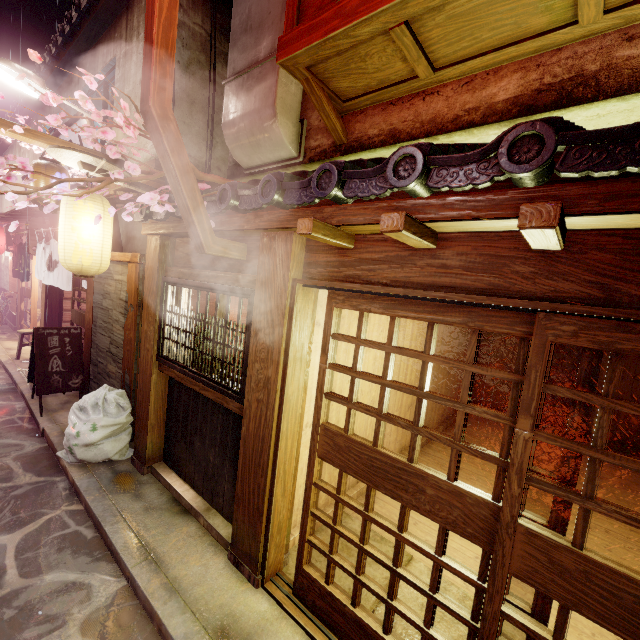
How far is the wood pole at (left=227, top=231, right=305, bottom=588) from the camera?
5.0m

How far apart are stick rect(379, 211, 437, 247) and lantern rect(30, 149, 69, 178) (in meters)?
9.98

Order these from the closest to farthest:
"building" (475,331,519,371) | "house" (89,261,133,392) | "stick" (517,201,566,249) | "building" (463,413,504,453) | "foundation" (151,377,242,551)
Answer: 1. "stick" (517,201,566,249)
2. "foundation" (151,377,242,551)
3. "house" (89,261,133,392)
4. "building" (463,413,504,453)
5. "building" (475,331,519,371)

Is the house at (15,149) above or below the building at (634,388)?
above

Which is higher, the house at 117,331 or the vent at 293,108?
the vent at 293,108

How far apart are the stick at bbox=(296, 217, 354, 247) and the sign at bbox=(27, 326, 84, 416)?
11.11m

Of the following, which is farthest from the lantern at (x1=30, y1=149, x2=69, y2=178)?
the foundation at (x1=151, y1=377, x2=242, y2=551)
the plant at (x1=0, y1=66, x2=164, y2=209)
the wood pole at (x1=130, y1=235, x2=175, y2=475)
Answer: the foundation at (x1=151, y1=377, x2=242, y2=551)

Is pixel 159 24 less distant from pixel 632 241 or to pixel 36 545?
pixel 632 241
